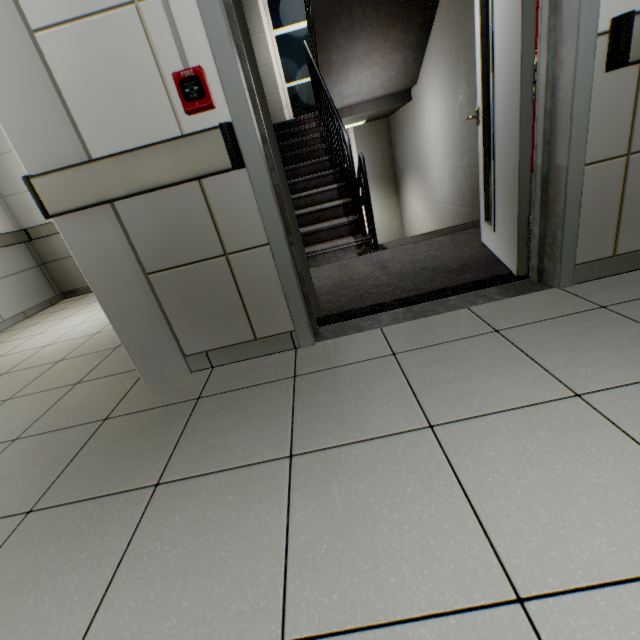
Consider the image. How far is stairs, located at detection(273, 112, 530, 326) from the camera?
2.1m

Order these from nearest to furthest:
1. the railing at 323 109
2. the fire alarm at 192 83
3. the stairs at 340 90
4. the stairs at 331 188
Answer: the fire alarm at 192 83
the stairs at 331 188
the railing at 323 109
the stairs at 340 90

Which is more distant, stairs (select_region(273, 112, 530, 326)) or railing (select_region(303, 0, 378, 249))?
railing (select_region(303, 0, 378, 249))

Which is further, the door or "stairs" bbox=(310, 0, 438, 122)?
"stairs" bbox=(310, 0, 438, 122)

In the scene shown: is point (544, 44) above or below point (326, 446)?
above

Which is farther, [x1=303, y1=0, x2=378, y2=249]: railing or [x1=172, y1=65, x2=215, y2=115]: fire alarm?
[x1=303, y1=0, x2=378, y2=249]: railing

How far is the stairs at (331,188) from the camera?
2.1 meters
